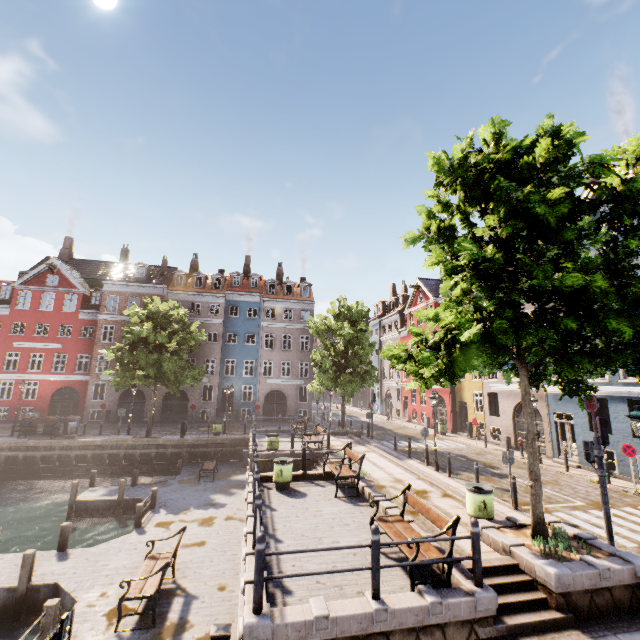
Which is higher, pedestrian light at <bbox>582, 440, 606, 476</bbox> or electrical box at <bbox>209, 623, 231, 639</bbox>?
pedestrian light at <bbox>582, 440, 606, 476</bbox>

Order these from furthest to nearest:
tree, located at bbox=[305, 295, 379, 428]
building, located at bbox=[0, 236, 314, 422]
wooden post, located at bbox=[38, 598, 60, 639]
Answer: building, located at bbox=[0, 236, 314, 422] < tree, located at bbox=[305, 295, 379, 428] < wooden post, located at bbox=[38, 598, 60, 639]

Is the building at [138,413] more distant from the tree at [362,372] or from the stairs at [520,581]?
the stairs at [520,581]

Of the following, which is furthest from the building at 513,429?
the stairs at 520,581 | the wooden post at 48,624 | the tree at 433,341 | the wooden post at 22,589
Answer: the wooden post at 22,589

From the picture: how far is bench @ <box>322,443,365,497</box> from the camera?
11.2m

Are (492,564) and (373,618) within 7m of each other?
yes

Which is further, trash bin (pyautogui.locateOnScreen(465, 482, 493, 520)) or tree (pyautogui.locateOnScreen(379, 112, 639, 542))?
trash bin (pyautogui.locateOnScreen(465, 482, 493, 520))
